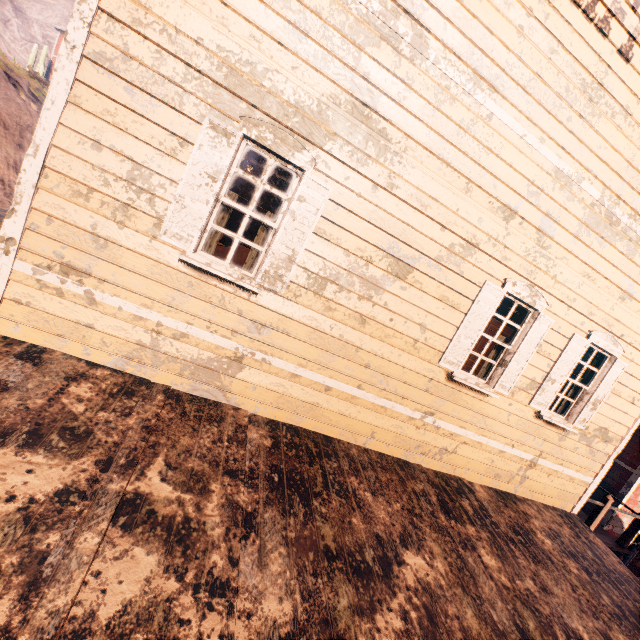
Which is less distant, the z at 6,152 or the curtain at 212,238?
the curtain at 212,238

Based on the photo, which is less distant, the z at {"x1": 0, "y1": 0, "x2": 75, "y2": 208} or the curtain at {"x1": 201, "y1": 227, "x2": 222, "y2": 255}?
the curtain at {"x1": 201, "y1": 227, "x2": 222, "y2": 255}

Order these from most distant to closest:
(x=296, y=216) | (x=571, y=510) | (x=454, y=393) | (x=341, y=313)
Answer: (x=571, y=510)
(x=454, y=393)
(x=341, y=313)
(x=296, y=216)

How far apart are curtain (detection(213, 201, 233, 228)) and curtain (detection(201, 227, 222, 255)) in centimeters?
9cm

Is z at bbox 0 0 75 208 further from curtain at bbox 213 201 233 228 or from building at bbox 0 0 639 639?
curtain at bbox 213 201 233 228

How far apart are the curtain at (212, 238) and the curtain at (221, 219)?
0.1 meters

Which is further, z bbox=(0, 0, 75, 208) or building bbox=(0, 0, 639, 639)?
z bbox=(0, 0, 75, 208)

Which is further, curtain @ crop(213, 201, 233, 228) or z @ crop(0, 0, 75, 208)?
z @ crop(0, 0, 75, 208)
